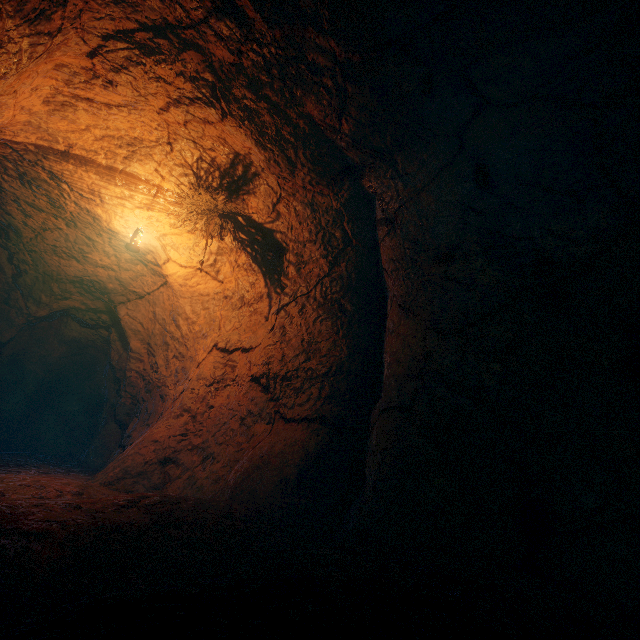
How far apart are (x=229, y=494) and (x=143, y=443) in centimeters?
239cm
